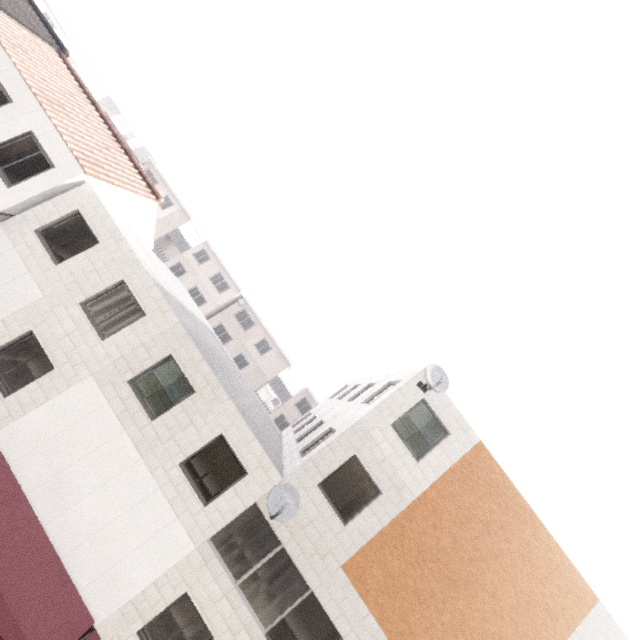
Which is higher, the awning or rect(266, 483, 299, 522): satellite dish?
rect(266, 483, 299, 522): satellite dish

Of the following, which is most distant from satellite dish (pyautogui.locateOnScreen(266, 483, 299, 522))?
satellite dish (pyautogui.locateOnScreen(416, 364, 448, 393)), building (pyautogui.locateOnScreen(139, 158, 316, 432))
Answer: building (pyautogui.locateOnScreen(139, 158, 316, 432))

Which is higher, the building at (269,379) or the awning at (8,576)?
the building at (269,379)

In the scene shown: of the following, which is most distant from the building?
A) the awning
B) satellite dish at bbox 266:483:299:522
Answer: satellite dish at bbox 266:483:299:522

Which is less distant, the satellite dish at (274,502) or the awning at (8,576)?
the awning at (8,576)

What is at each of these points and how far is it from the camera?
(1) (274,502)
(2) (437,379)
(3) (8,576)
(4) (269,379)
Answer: (1) satellite dish, 9.2m
(2) satellite dish, 10.6m
(3) awning, 7.9m
(4) building, 35.3m

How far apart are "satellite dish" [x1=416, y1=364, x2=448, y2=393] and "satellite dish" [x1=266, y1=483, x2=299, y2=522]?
5.2m

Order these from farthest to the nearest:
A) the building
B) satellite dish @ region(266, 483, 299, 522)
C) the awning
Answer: the building
satellite dish @ region(266, 483, 299, 522)
the awning
